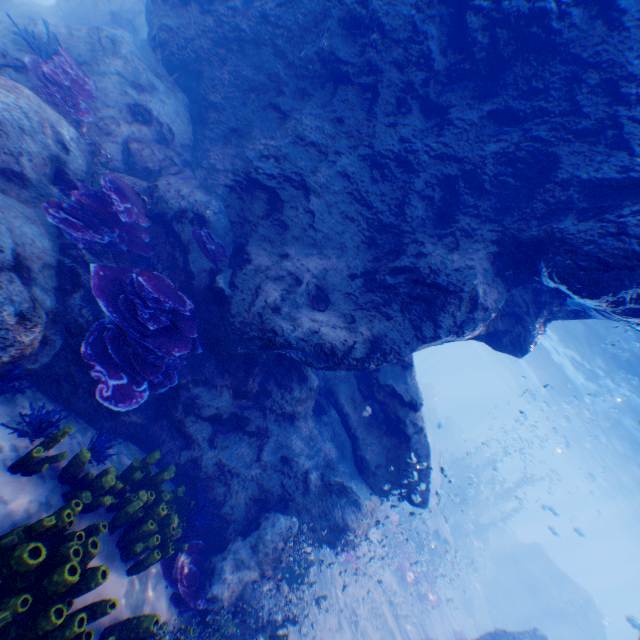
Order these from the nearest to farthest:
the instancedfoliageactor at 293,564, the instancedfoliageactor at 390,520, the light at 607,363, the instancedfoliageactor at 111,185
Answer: the instancedfoliageactor at 111,185, the instancedfoliageactor at 293,564, the instancedfoliageactor at 390,520, the light at 607,363

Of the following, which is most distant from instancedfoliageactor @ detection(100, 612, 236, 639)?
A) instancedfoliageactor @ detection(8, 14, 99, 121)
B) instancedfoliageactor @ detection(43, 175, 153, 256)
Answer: instancedfoliageactor @ detection(8, 14, 99, 121)

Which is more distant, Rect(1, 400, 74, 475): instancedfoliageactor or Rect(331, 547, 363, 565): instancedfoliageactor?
Rect(331, 547, 363, 565): instancedfoliageactor

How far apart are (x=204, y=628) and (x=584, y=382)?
25.1m

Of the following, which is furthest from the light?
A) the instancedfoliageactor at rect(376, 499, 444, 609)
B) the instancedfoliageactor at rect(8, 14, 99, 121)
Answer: the instancedfoliageactor at rect(8, 14, 99, 121)

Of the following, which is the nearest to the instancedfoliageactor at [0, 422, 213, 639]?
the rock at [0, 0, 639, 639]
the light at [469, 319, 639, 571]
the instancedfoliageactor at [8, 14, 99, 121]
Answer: the rock at [0, 0, 639, 639]

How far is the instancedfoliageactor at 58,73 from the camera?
5.80m

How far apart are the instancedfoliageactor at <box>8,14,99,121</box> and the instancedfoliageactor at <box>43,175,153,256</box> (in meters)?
1.34
